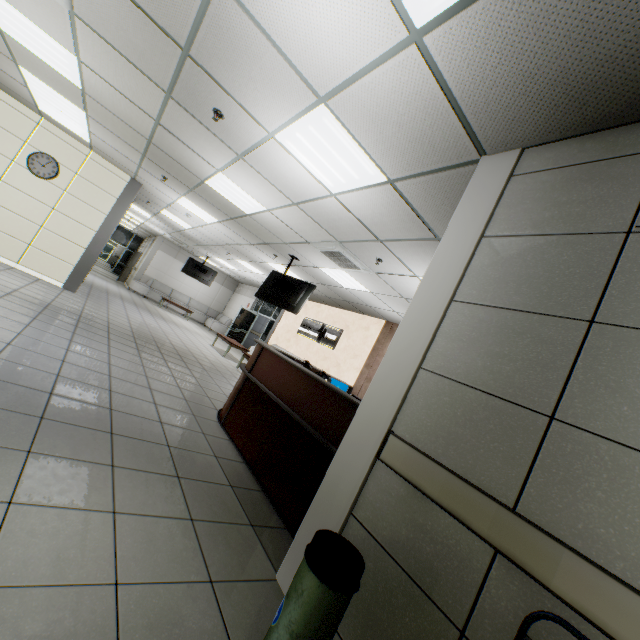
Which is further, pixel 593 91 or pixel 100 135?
pixel 100 135

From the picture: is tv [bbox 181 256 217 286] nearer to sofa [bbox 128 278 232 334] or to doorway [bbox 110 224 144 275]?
sofa [bbox 128 278 232 334]

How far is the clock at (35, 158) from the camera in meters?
7.2 m

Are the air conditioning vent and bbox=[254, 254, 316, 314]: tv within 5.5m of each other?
yes

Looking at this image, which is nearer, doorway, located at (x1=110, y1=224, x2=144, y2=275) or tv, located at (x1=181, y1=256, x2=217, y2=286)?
tv, located at (x1=181, y1=256, x2=217, y2=286)

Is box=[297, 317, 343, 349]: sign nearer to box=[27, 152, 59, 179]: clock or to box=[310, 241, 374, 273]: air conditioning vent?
box=[310, 241, 374, 273]: air conditioning vent

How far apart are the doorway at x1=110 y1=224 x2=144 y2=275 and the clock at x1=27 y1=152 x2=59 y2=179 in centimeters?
1644cm

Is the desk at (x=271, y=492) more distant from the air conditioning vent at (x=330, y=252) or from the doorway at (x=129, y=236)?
the doorway at (x=129, y=236)
